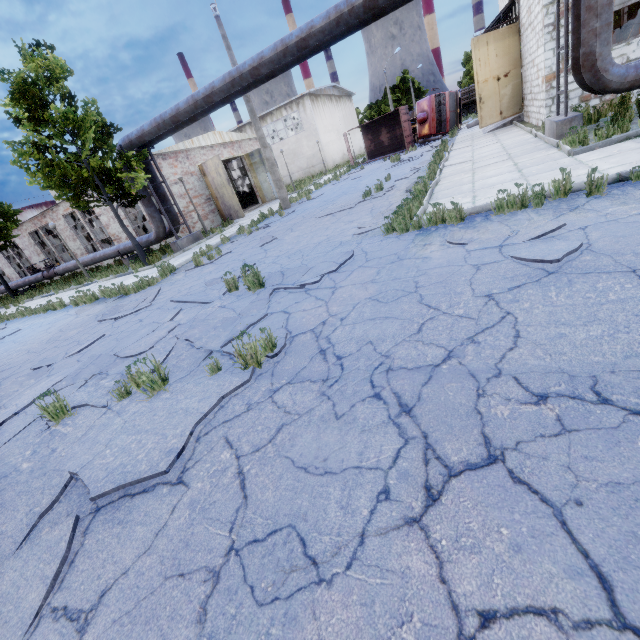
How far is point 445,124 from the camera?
26.4 meters

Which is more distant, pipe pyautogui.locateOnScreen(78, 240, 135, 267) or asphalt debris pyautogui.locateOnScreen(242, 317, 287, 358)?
pipe pyautogui.locateOnScreen(78, 240, 135, 267)

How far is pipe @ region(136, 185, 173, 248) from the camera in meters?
15.4 m

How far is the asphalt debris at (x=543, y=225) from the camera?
4.1m

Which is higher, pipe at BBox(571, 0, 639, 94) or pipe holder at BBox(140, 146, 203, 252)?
pipe at BBox(571, 0, 639, 94)

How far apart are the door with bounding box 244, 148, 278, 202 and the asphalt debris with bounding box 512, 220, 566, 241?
22.4 meters

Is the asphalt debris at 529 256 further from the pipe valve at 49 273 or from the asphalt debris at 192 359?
the pipe valve at 49 273

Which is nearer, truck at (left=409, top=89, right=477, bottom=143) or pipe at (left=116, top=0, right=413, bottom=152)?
pipe at (left=116, top=0, right=413, bottom=152)
